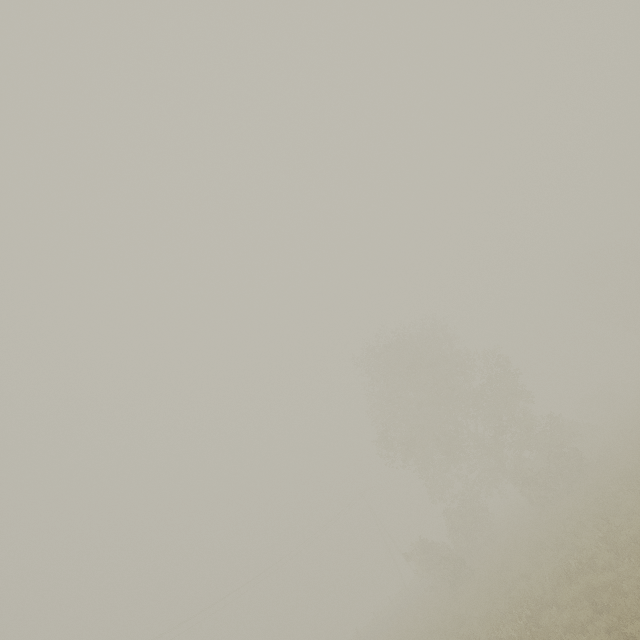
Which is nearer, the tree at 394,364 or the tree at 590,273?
the tree at 394,364

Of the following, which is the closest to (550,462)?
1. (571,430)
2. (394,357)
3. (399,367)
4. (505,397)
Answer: (505,397)

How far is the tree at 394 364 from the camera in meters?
23.0

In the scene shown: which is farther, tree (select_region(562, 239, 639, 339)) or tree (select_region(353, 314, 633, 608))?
tree (select_region(562, 239, 639, 339))

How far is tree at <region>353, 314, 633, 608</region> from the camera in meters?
23.0
